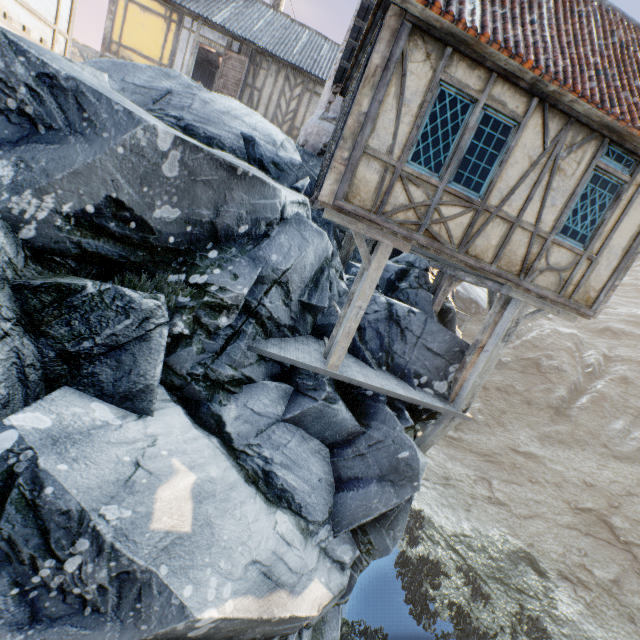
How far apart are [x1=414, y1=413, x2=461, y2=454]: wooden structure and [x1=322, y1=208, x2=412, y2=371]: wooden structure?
2.8m

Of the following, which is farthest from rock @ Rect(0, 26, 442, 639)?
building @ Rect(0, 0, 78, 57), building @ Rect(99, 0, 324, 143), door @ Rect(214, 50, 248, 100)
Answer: door @ Rect(214, 50, 248, 100)

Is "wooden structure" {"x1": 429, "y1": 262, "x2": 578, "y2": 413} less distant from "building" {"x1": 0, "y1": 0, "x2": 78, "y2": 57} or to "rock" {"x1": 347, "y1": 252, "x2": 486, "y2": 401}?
"rock" {"x1": 347, "y1": 252, "x2": 486, "y2": 401}

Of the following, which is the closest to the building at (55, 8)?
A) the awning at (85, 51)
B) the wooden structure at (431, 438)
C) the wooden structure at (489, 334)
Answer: the awning at (85, 51)

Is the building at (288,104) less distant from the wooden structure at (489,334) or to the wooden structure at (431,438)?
the wooden structure at (489,334)

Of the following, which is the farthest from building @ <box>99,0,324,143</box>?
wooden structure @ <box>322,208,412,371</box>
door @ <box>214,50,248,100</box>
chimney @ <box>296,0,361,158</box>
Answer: wooden structure @ <box>322,208,412,371</box>

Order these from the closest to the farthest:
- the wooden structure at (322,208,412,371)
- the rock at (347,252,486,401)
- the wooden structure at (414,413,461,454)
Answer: the wooden structure at (322,208,412,371) → the wooden structure at (414,413,461,454) → the rock at (347,252,486,401)

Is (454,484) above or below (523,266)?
below
